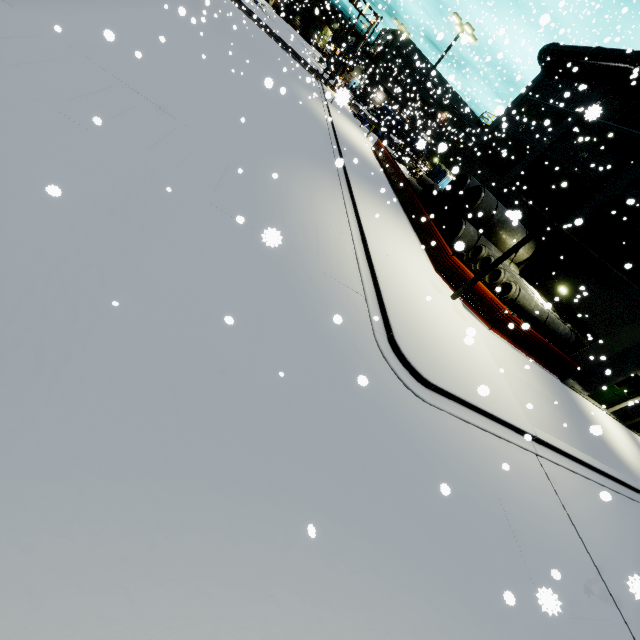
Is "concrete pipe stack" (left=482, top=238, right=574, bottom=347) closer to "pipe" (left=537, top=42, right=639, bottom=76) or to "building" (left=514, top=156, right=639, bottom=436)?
"building" (left=514, top=156, right=639, bottom=436)

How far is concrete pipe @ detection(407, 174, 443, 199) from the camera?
23.6m

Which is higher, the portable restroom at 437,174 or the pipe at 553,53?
the pipe at 553,53

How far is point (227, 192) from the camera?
7.3m

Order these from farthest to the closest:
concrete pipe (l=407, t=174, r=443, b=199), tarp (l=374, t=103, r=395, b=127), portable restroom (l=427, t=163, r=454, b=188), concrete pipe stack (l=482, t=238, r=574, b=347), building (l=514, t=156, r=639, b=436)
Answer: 1. tarp (l=374, t=103, r=395, b=127)
2. portable restroom (l=427, t=163, r=454, b=188)
3. concrete pipe (l=407, t=174, r=443, b=199)
4. building (l=514, t=156, r=639, b=436)
5. concrete pipe stack (l=482, t=238, r=574, b=347)

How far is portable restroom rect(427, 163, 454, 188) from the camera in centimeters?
2967cm

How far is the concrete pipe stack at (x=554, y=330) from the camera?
14.4 meters

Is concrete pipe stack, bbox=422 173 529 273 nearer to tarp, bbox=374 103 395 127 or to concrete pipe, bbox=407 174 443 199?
concrete pipe, bbox=407 174 443 199
